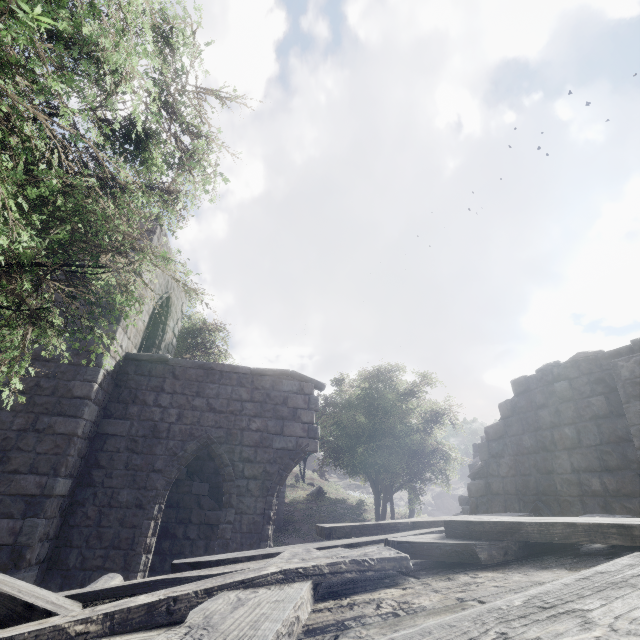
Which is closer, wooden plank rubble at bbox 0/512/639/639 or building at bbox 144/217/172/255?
wooden plank rubble at bbox 0/512/639/639

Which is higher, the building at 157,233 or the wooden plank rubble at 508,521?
the building at 157,233

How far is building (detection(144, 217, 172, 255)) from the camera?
10.30m

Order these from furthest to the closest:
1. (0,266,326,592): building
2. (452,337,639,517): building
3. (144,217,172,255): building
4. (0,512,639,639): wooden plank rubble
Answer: (144,217,172,255): building
(0,266,326,592): building
(452,337,639,517): building
(0,512,639,639): wooden plank rubble

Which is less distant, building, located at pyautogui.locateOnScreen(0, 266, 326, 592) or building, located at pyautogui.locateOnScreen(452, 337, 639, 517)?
building, located at pyautogui.locateOnScreen(452, 337, 639, 517)

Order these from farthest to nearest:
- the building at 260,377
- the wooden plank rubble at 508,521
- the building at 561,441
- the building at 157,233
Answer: the building at 157,233, the building at 260,377, the building at 561,441, the wooden plank rubble at 508,521

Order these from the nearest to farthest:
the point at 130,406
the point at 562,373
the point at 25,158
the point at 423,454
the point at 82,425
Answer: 1. the point at 25,158
2. the point at 562,373
3. the point at 82,425
4. the point at 130,406
5. the point at 423,454
